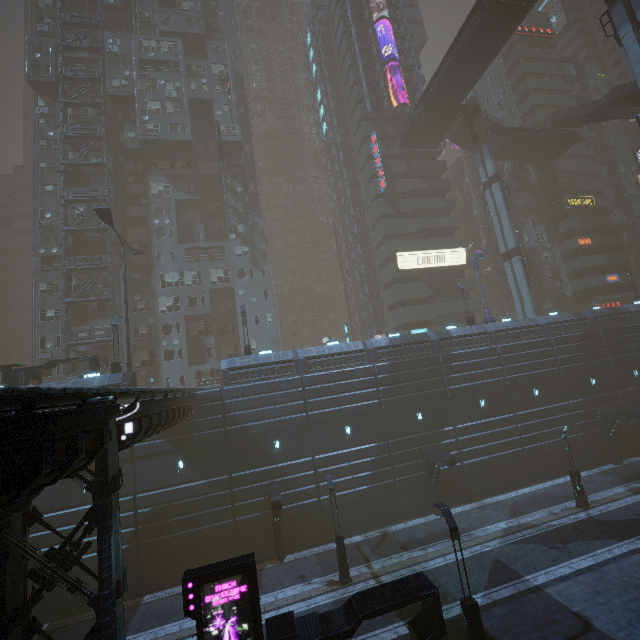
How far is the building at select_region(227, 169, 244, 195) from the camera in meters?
41.9 m

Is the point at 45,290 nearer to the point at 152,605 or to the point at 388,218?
the point at 152,605

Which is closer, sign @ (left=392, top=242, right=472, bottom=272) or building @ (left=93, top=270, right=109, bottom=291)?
building @ (left=93, top=270, right=109, bottom=291)

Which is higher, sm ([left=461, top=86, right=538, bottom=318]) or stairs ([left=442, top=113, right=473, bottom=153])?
stairs ([left=442, top=113, right=473, bottom=153])

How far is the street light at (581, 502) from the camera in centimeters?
2211cm

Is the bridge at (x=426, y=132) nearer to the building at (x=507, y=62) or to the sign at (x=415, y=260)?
the building at (x=507, y=62)
